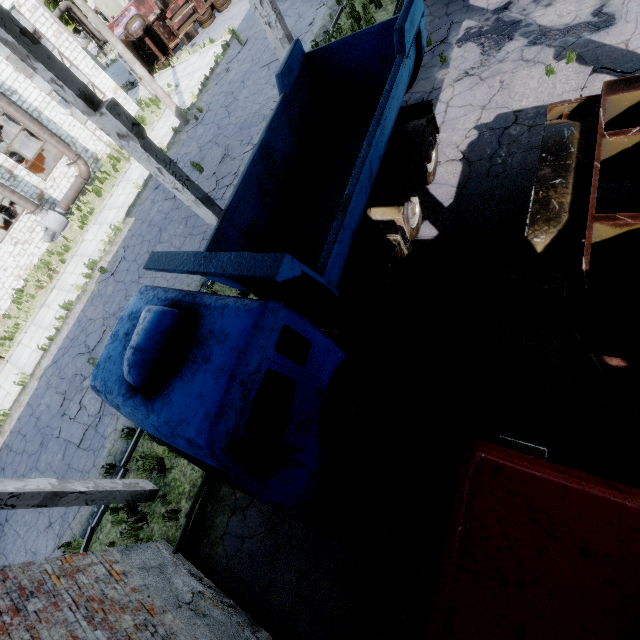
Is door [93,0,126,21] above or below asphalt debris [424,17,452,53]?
above

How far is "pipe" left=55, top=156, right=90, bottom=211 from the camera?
19.4m

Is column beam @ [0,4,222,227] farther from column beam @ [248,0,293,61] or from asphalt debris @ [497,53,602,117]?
column beam @ [248,0,293,61]

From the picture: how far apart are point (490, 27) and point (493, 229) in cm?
712

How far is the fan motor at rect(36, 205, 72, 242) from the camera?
18.6 meters

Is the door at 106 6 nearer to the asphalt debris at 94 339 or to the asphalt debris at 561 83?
the asphalt debris at 94 339

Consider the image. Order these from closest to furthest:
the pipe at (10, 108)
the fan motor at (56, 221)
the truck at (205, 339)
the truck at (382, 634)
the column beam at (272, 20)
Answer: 1. the truck at (382, 634)
2. the truck at (205, 339)
3. the column beam at (272, 20)
4. the pipe at (10, 108)
5. the fan motor at (56, 221)

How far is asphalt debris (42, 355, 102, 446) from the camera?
10.35m
